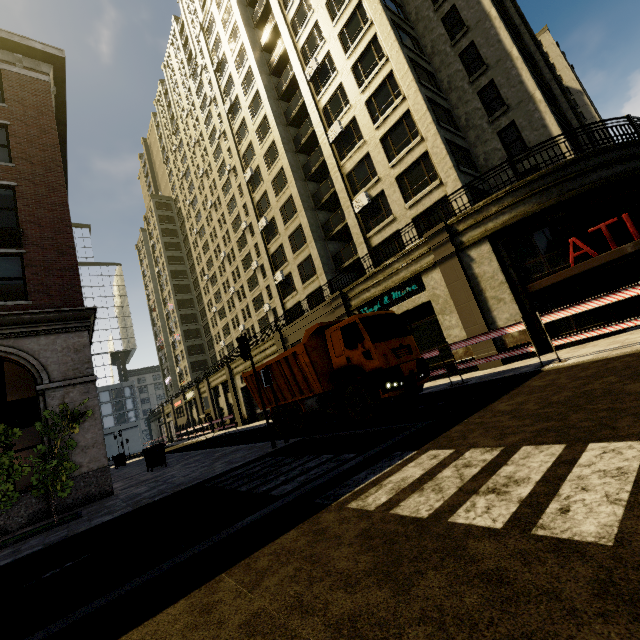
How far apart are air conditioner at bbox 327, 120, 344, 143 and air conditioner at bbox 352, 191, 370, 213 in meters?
5.0 m

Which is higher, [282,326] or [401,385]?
[282,326]

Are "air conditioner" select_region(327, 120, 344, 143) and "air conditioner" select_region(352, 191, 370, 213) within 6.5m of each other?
yes

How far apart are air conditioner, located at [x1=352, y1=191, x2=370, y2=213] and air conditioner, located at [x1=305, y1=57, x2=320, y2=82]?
10.9 meters

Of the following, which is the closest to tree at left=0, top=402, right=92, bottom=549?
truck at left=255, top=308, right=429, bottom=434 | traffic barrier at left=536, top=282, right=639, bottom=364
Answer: truck at left=255, top=308, right=429, bottom=434

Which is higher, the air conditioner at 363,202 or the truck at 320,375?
the air conditioner at 363,202

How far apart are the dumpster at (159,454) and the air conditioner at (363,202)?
18.4 meters

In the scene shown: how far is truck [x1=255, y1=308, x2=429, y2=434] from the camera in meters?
9.6
